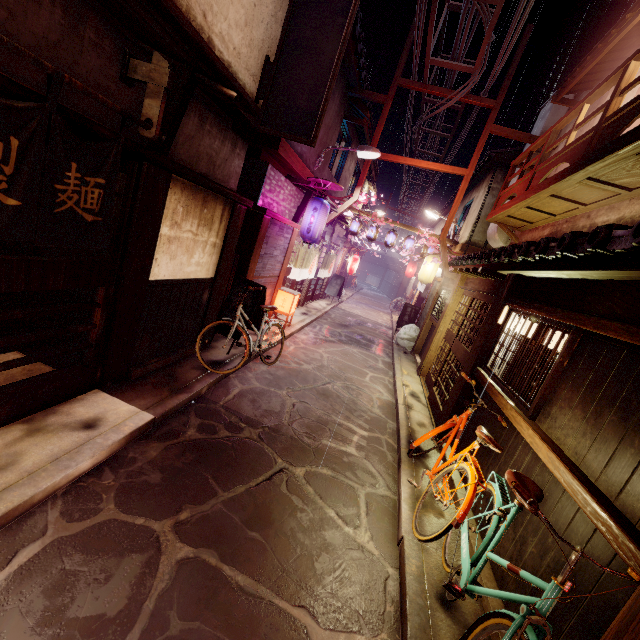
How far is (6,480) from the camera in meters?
4.8 m

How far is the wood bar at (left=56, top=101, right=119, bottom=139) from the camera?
4.62m

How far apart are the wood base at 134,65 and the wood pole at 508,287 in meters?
9.5

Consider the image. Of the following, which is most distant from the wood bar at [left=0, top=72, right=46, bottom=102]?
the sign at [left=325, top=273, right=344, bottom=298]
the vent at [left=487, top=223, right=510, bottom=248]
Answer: the sign at [left=325, top=273, right=344, bottom=298]

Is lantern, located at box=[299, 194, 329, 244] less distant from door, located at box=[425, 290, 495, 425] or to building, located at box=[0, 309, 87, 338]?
building, located at box=[0, 309, 87, 338]

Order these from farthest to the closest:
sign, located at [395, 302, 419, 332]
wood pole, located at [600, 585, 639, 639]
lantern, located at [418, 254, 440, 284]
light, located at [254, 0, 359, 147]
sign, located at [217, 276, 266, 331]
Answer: sign, located at [395, 302, 419, 332]
lantern, located at [418, 254, 440, 284]
sign, located at [217, 276, 266, 331]
light, located at [254, 0, 359, 147]
wood pole, located at [600, 585, 639, 639]

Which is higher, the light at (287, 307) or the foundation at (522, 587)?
the light at (287, 307)

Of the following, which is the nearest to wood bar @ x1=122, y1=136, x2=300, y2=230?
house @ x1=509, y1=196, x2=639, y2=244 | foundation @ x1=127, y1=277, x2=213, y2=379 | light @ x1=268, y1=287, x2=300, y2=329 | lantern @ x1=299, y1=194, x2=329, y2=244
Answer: foundation @ x1=127, y1=277, x2=213, y2=379
